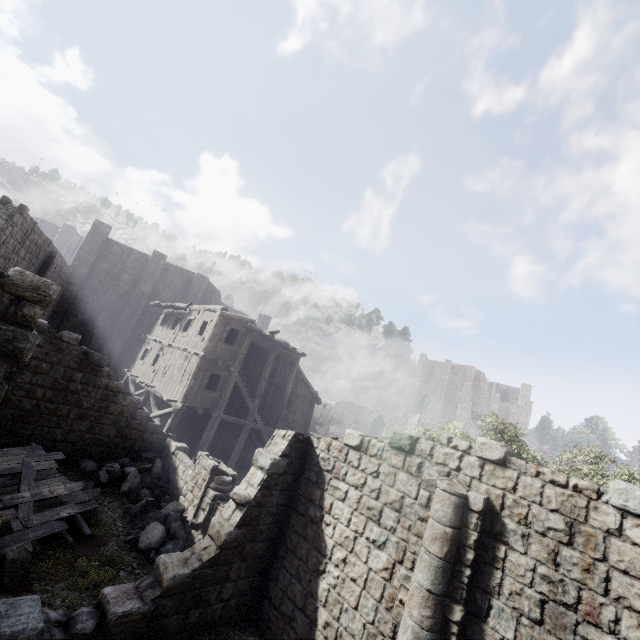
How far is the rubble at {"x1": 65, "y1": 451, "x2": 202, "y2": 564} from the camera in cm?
1059

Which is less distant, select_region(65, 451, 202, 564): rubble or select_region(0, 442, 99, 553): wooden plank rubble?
select_region(0, 442, 99, 553): wooden plank rubble

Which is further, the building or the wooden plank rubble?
the wooden plank rubble

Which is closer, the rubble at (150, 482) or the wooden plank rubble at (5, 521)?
the wooden plank rubble at (5, 521)

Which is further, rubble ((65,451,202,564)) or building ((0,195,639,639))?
rubble ((65,451,202,564))

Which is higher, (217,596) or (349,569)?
(349,569)

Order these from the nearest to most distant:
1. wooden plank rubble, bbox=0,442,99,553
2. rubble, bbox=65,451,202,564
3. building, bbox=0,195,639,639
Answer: building, bbox=0,195,639,639 < wooden plank rubble, bbox=0,442,99,553 < rubble, bbox=65,451,202,564

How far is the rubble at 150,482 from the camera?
10.6 meters
